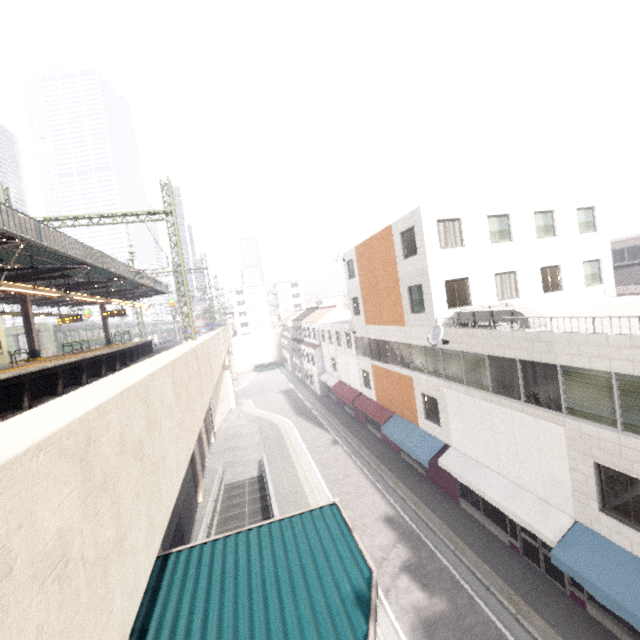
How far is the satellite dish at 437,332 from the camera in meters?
14.6 m

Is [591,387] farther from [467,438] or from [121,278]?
[121,278]

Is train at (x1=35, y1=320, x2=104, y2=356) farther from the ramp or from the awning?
the awning

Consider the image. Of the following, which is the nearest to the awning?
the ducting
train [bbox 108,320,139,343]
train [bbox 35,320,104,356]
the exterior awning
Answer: the ducting

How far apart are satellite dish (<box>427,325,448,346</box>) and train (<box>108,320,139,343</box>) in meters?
51.9

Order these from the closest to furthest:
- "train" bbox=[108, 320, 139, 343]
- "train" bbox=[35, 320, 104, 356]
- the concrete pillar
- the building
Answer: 1. the concrete pillar
2. the building
3. "train" bbox=[35, 320, 104, 356]
4. "train" bbox=[108, 320, 139, 343]

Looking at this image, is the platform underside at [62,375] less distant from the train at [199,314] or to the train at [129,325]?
the train at [199,314]

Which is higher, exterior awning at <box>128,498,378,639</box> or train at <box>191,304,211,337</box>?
train at <box>191,304,211,337</box>
